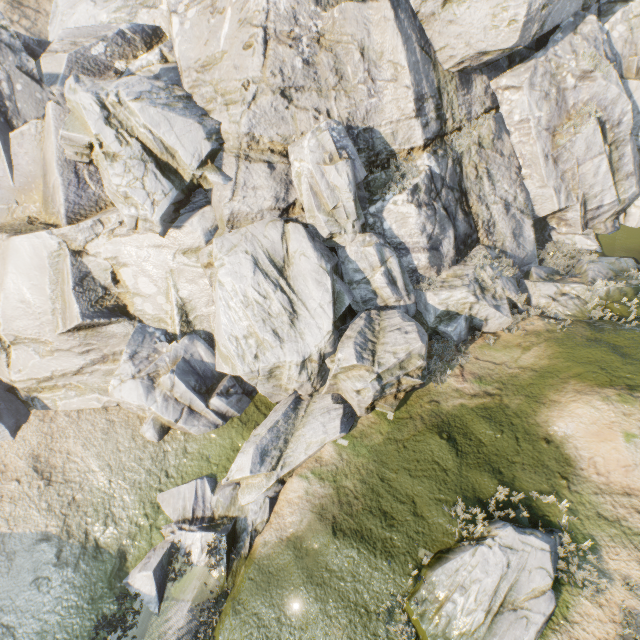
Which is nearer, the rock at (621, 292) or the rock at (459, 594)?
the rock at (459, 594)

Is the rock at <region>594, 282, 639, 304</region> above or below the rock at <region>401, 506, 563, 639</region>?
above

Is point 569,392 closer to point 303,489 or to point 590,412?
point 590,412

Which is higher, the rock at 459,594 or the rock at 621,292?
the rock at 621,292

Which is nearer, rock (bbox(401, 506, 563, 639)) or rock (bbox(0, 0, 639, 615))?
rock (bbox(401, 506, 563, 639))
